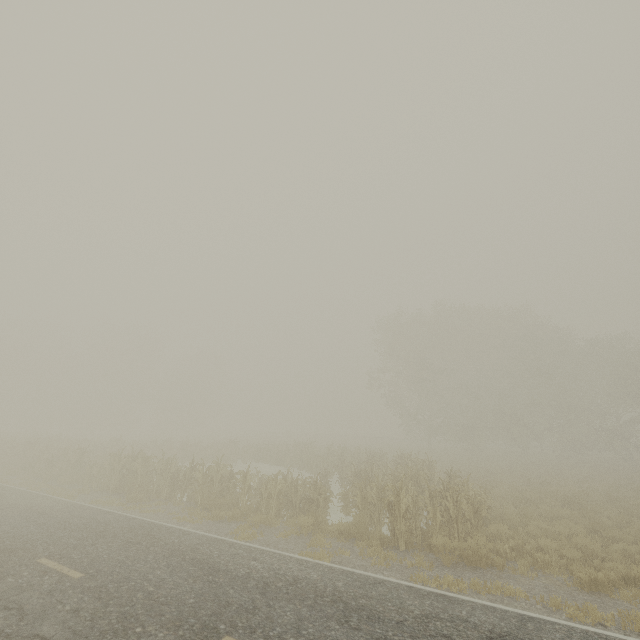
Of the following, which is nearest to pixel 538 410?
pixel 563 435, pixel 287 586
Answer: pixel 563 435
